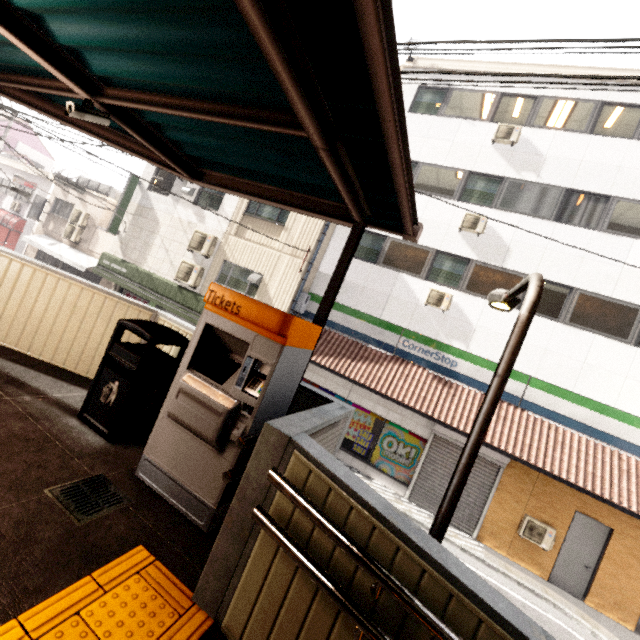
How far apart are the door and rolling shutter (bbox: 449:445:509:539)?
1.9 meters

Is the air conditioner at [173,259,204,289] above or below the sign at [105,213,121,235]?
below

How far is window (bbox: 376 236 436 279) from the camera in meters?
11.2 m

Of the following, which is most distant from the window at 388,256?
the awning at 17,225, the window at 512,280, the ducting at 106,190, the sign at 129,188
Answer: the awning at 17,225

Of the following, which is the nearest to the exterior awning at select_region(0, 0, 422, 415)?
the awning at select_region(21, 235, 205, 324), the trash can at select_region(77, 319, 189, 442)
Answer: the trash can at select_region(77, 319, 189, 442)

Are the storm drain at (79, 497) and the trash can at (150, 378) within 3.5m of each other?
yes

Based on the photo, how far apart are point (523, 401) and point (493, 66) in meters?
11.7

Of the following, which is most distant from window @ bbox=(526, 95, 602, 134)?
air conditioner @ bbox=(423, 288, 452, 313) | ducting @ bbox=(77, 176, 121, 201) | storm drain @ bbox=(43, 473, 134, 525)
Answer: ducting @ bbox=(77, 176, 121, 201)
